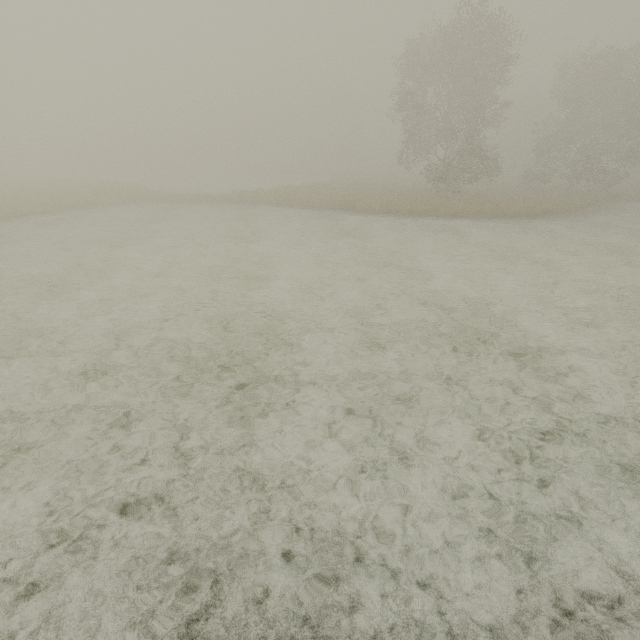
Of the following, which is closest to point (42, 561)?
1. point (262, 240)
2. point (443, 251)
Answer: point (262, 240)
